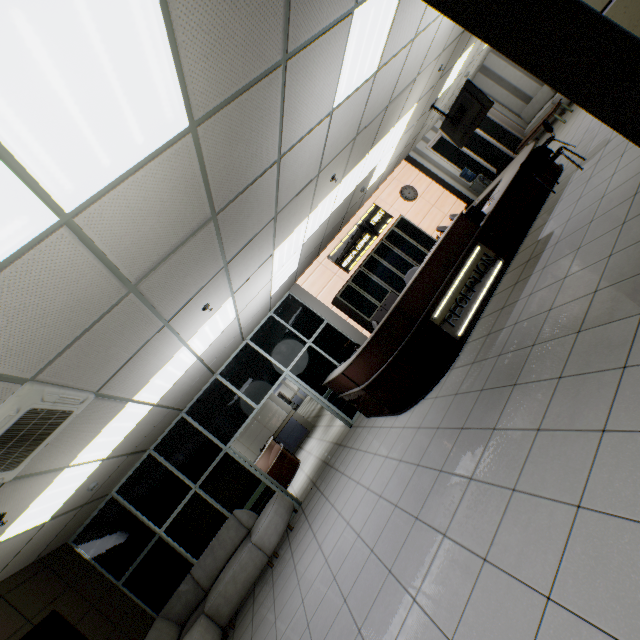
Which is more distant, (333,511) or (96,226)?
(333,511)

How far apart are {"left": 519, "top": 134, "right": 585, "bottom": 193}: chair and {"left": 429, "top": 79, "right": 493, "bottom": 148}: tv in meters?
2.4 m

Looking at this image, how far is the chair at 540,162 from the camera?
5.5m

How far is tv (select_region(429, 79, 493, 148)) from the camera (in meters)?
7.51

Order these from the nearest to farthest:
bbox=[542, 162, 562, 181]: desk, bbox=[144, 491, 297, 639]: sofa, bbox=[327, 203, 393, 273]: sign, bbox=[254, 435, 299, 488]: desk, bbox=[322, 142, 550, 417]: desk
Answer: bbox=[322, 142, 550, 417]: desk < bbox=[144, 491, 297, 639]: sofa < bbox=[542, 162, 562, 181]: desk < bbox=[327, 203, 393, 273]: sign < bbox=[254, 435, 299, 488]: desk

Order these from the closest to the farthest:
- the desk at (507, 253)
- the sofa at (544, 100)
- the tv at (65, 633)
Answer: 1. the tv at (65, 633)
2. the desk at (507, 253)
3. the sofa at (544, 100)

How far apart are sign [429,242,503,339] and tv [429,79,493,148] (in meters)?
4.35

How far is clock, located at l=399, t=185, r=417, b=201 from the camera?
9.94m
